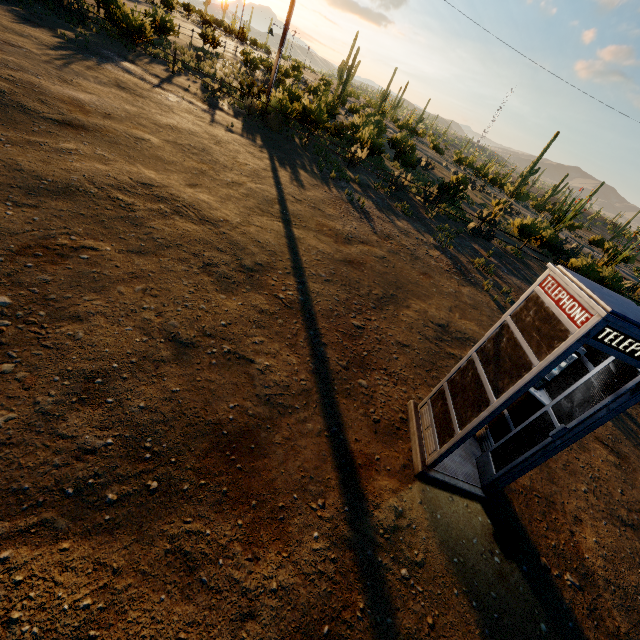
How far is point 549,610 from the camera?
3.4 meters
